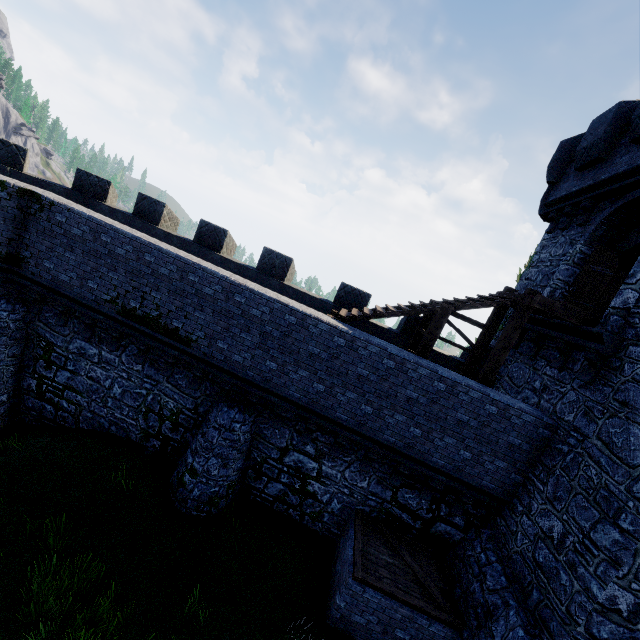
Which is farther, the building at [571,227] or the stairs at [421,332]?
the building at [571,227]

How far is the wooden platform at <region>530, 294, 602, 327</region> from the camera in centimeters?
849cm

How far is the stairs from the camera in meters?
9.3

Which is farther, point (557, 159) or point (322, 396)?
point (557, 159)

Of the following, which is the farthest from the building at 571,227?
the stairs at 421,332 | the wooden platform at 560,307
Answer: the stairs at 421,332

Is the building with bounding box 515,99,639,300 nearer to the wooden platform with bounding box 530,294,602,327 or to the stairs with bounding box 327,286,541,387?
the wooden platform with bounding box 530,294,602,327
